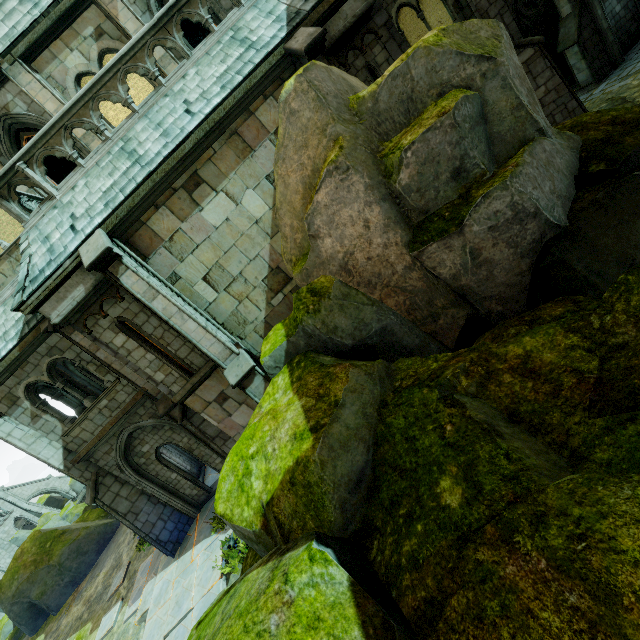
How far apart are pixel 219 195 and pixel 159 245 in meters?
2.0

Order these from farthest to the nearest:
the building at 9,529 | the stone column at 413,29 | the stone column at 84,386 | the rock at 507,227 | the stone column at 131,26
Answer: the building at 9,529 < the stone column at 84,386 < the stone column at 413,29 < the stone column at 131,26 < the rock at 507,227

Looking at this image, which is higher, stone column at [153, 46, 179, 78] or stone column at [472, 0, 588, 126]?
stone column at [153, 46, 179, 78]

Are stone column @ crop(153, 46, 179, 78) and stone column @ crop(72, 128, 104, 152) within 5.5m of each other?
yes

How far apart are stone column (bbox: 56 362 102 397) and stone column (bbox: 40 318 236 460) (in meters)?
5.68

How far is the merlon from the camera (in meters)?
19.92

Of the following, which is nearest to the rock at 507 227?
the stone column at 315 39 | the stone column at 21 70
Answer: the stone column at 315 39

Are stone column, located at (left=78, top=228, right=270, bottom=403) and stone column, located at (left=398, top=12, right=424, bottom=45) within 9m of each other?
no
